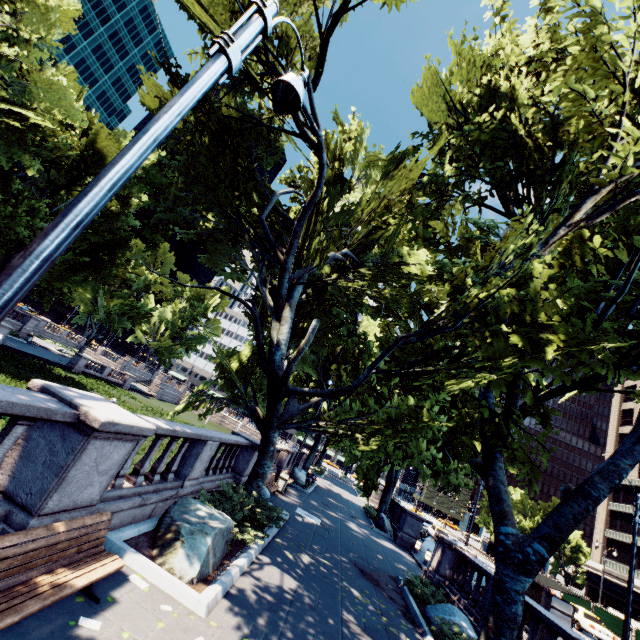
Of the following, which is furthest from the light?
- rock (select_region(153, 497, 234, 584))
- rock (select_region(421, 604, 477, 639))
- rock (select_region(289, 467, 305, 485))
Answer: rock (select_region(289, 467, 305, 485))

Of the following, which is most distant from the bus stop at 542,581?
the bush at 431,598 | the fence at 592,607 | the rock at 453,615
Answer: the fence at 592,607

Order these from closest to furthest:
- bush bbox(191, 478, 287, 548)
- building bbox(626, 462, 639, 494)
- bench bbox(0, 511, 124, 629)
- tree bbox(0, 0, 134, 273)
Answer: bench bbox(0, 511, 124, 629) < bush bbox(191, 478, 287, 548) < tree bbox(0, 0, 134, 273) < building bbox(626, 462, 639, 494)

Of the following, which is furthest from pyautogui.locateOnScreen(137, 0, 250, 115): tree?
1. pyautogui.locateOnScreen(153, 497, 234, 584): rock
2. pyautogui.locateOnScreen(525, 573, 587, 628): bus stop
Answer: pyautogui.locateOnScreen(525, 573, 587, 628): bus stop

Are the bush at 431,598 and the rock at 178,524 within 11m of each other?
yes

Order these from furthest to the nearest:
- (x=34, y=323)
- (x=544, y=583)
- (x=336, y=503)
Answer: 1. (x=34, y=323)
2. (x=336, y=503)
3. (x=544, y=583)

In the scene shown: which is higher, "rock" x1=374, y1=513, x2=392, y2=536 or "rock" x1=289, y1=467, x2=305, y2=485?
"rock" x1=289, y1=467, x2=305, y2=485

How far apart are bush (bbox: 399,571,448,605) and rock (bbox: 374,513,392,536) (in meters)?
10.70
